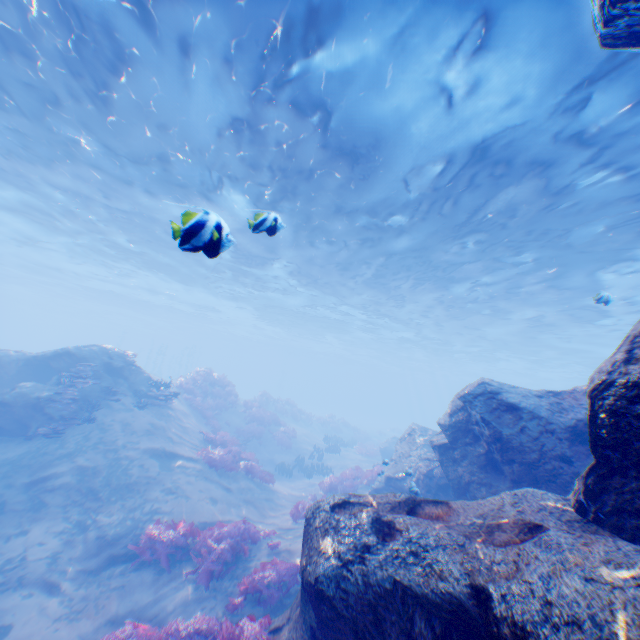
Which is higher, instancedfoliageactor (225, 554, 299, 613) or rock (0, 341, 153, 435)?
rock (0, 341, 153, 435)

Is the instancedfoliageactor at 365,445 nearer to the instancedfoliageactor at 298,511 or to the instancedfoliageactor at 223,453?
the instancedfoliageactor at 223,453

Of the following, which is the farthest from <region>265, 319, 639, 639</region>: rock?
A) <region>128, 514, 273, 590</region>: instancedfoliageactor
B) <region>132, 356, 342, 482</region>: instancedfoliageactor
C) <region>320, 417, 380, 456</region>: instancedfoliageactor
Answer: <region>132, 356, 342, 482</region>: instancedfoliageactor

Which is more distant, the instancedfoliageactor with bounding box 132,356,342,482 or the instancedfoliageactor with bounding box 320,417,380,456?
the instancedfoliageactor with bounding box 320,417,380,456

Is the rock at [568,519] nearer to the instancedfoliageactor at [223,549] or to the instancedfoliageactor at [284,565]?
the instancedfoliageactor at [284,565]

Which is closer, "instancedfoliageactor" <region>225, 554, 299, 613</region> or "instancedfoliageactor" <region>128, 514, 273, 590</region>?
"instancedfoliageactor" <region>225, 554, 299, 613</region>

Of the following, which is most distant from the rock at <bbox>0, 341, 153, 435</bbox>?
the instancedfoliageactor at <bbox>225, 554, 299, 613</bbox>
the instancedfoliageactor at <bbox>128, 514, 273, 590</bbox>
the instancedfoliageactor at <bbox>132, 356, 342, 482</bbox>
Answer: the instancedfoliageactor at <bbox>132, 356, 342, 482</bbox>

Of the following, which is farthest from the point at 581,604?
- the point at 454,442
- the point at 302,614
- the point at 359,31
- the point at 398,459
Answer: the point at 398,459
